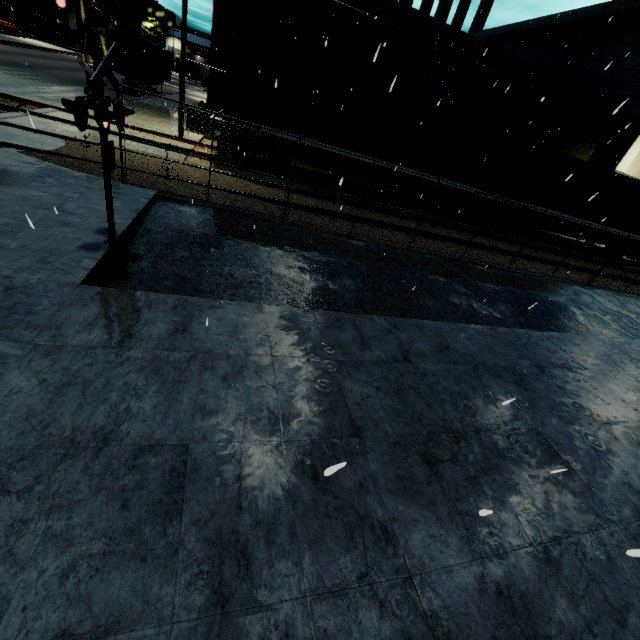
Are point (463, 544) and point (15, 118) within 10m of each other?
no

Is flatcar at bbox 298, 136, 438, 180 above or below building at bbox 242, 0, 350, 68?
below

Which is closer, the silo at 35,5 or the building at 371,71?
the building at 371,71

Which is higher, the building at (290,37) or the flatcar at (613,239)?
the building at (290,37)

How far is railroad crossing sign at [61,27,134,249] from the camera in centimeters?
403cm

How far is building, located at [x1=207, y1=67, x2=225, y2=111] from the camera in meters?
24.5 m

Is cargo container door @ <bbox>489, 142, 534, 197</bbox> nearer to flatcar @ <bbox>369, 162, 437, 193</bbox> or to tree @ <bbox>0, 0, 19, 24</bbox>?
flatcar @ <bbox>369, 162, 437, 193</bbox>

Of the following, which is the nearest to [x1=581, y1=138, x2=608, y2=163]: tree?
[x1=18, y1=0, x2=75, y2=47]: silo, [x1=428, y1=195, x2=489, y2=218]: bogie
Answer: [x1=428, y1=195, x2=489, y2=218]: bogie
